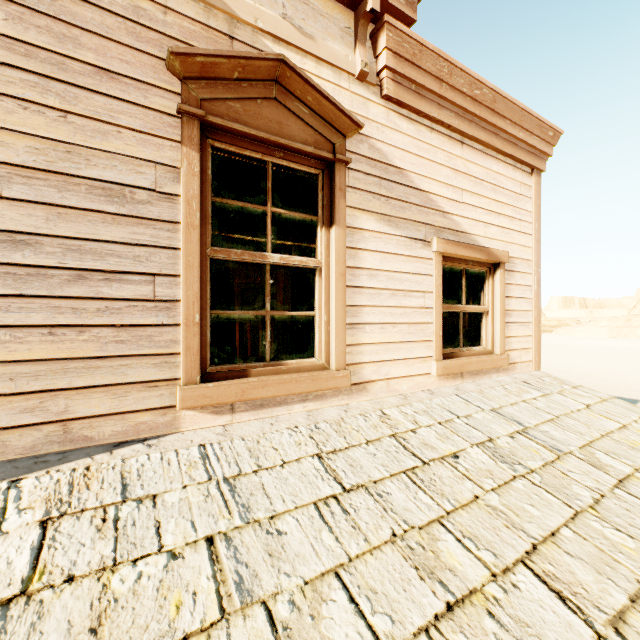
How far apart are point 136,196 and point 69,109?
0.5 meters

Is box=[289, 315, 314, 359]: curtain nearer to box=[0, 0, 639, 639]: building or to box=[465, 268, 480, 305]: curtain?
box=[0, 0, 639, 639]: building

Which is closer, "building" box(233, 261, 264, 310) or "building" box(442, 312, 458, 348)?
"building" box(442, 312, 458, 348)

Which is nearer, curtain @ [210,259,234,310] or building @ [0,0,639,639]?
building @ [0,0,639,639]

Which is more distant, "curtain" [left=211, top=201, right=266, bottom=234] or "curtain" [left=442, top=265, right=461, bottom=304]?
"curtain" [left=442, top=265, right=461, bottom=304]

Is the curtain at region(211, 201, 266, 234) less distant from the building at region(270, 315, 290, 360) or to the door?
the building at region(270, 315, 290, 360)

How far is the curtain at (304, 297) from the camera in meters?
2.6 m

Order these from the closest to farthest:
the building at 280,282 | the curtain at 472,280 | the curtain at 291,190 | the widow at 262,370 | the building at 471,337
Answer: the widow at 262,370 < the curtain at 291,190 < the curtain at 472,280 < the building at 471,337 < the building at 280,282
